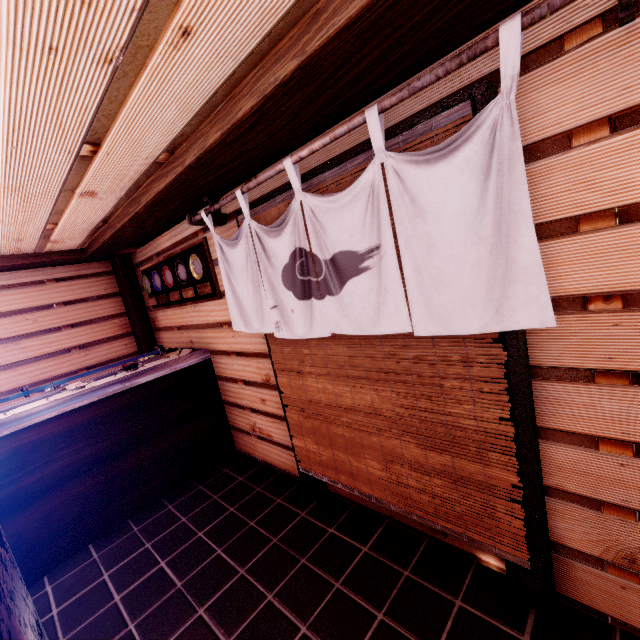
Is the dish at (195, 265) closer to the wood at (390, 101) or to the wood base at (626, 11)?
the wood at (390, 101)

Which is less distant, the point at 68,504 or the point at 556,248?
the point at 556,248

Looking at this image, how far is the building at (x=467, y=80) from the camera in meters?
2.5 m

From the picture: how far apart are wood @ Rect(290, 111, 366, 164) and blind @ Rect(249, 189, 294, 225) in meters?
0.3 m

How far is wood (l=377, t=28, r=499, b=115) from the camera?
2.0m

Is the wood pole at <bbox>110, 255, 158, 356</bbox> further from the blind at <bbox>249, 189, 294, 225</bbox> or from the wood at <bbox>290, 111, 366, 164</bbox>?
the wood at <bbox>290, 111, 366, 164</bbox>

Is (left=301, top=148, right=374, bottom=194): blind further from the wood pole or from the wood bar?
the wood pole

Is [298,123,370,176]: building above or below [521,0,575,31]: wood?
above
